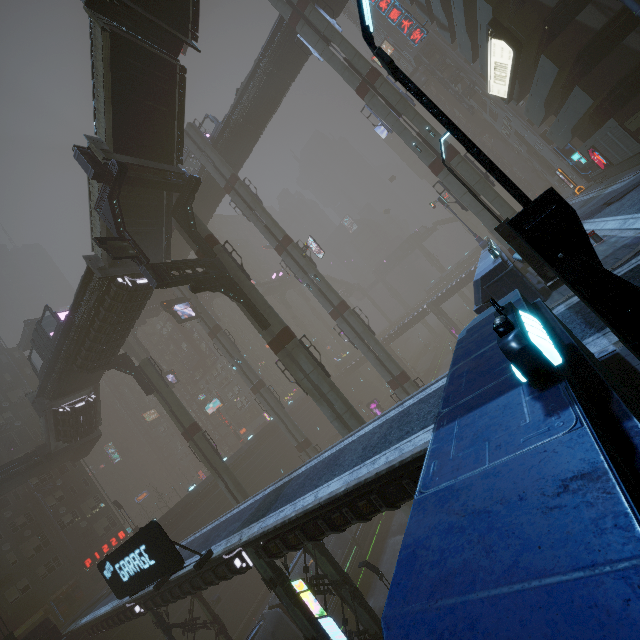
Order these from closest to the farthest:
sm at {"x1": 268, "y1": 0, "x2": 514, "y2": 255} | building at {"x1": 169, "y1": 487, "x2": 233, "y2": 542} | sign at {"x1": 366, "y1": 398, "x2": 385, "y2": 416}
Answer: sm at {"x1": 268, "y1": 0, "x2": 514, "y2": 255}
building at {"x1": 169, "y1": 487, "x2": 233, "y2": 542}
sign at {"x1": 366, "y1": 398, "x2": 385, "y2": 416}

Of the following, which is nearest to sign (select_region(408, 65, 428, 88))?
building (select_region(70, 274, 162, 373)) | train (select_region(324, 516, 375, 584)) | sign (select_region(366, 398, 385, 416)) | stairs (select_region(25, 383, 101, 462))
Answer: sign (select_region(366, 398, 385, 416))

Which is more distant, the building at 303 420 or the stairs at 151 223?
the building at 303 420

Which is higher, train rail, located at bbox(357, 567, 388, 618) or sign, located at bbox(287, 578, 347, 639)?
sign, located at bbox(287, 578, 347, 639)

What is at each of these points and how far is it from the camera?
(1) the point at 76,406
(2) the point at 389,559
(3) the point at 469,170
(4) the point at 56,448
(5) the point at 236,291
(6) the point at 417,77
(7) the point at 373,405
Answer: (1) bridge, 31.97m
(2) train rail, 27.86m
(3) sm, 24.42m
(4) stairs, 33.22m
(5) building structure, 22.66m
(6) sign, 50.34m
(7) sign, 53.06m

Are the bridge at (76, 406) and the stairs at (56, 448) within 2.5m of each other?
yes

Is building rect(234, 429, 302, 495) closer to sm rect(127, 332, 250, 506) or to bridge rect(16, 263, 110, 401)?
sm rect(127, 332, 250, 506)

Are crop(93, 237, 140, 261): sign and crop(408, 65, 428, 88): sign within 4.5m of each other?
no
